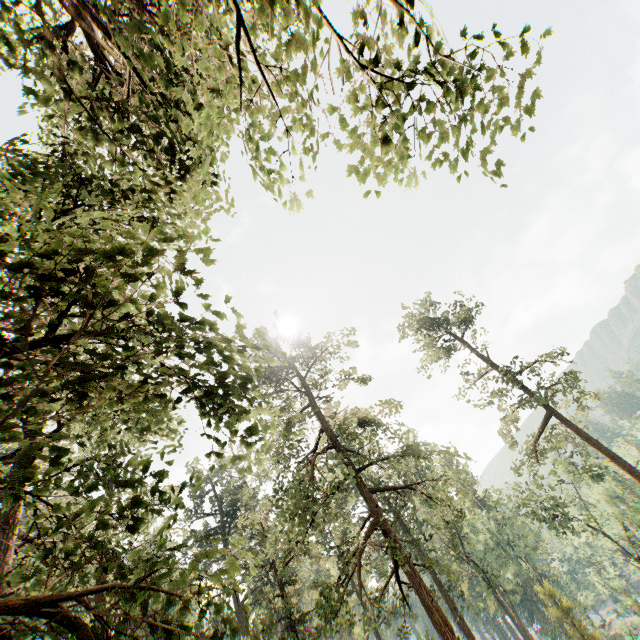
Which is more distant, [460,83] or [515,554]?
[515,554]

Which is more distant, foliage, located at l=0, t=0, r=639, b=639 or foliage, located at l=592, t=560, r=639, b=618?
foliage, located at l=592, t=560, r=639, b=618

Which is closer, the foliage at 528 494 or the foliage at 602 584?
the foliage at 528 494

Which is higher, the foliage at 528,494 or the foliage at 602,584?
the foliage at 528,494

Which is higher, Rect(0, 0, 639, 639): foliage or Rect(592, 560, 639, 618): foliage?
Rect(0, 0, 639, 639): foliage
